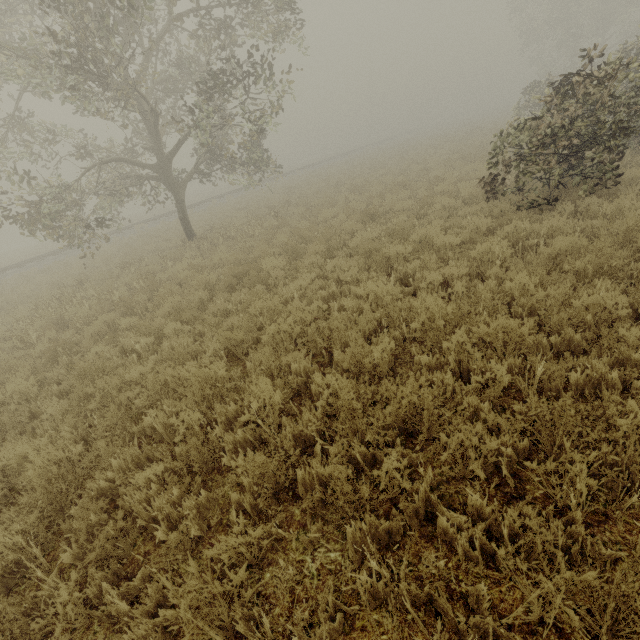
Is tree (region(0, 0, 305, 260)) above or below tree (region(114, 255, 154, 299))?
above

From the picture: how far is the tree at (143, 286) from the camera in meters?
9.6 m

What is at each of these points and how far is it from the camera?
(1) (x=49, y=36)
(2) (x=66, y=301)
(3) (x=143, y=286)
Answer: (1) tree, 7.43m
(2) tree, 9.71m
(3) tree, 9.88m

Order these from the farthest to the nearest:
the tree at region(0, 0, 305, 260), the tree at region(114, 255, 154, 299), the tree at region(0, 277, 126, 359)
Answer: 1. the tree at region(114, 255, 154, 299)
2. the tree at region(0, 0, 305, 260)
3. the tree at region(0, 277, 126, 359)

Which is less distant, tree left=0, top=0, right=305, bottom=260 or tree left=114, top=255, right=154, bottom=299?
tree left=0, top=0, right=305, bottom=260

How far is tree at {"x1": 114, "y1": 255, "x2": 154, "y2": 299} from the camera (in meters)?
9.56

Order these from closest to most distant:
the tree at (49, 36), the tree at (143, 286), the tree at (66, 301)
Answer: the tree at (66, 301)
the tree at (49, 36)
the tree at (143, 286)
